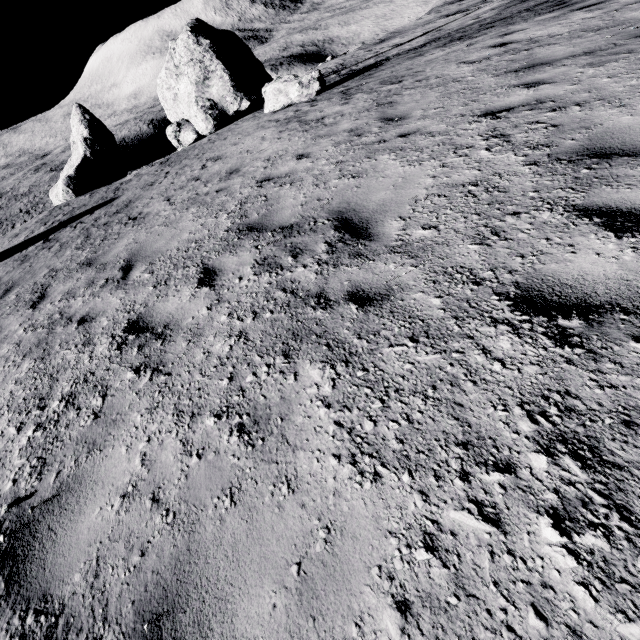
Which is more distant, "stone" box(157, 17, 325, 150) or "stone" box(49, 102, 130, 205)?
"stone" box(49, 102, 130, 205)

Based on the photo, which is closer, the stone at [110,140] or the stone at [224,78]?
the stone at [224,78]

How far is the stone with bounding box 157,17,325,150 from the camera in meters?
14.4 m

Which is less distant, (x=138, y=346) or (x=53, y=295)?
(x=138, y=346)

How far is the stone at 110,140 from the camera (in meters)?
23.75

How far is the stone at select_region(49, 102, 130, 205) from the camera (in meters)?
23.75
